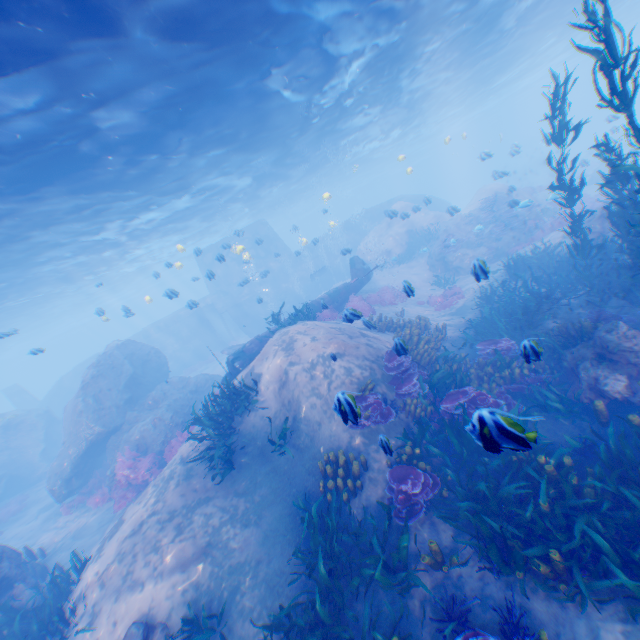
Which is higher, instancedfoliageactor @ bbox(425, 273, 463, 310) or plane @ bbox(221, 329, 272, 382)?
plane @ bbox(221, 329, 272, 382)

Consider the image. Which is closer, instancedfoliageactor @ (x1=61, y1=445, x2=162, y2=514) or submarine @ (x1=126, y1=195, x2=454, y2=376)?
instancedfoliageactor @ (x1=61, y1=445, x2=162, y2=514)

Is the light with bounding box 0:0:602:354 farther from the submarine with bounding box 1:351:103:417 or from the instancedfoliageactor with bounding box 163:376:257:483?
the instancedfoliageactor with bounding box 163:376:257:483

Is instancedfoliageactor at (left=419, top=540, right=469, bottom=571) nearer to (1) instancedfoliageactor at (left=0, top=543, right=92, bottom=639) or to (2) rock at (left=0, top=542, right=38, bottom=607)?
(1) instancedfoliageactor at (left=0, top=543, right=92, bottom=639)

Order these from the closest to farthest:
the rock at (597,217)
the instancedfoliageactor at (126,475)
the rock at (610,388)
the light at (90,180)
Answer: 1. the rock at (610,388)
2. the light at (90,180)
3. the instancedfoliageactor at (126,475)
4. the rock at (597,217)

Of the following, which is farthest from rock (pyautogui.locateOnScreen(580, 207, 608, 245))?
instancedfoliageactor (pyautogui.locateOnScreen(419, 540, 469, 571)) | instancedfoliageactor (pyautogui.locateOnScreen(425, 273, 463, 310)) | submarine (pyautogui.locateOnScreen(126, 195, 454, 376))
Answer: instancedfoliageactor (pyautogui.locateOnScreen(425, 273, 463, 310))

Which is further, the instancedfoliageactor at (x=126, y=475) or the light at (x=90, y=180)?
the instancedfoliageactor at (x=126, y=475)

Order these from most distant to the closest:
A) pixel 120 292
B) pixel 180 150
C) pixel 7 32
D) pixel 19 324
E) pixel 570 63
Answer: pixel 120 292 < pixel 570 63 < pixel 19 324 < pixel 180 150 < pixel 7 32
